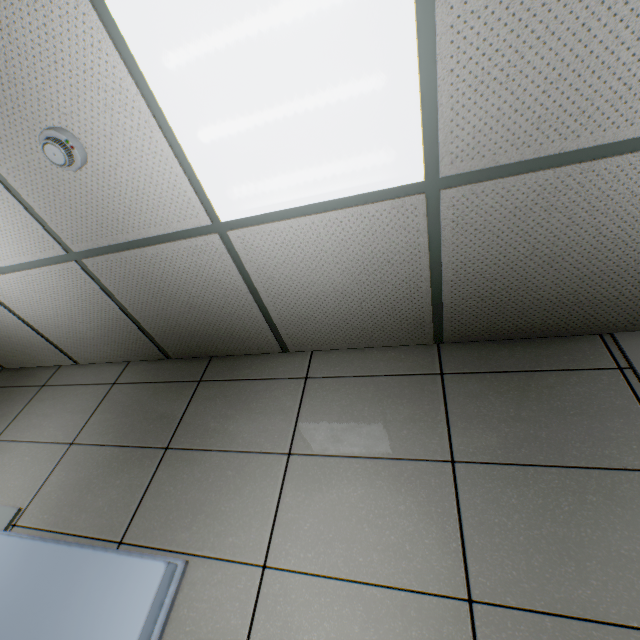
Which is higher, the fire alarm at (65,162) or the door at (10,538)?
the fire alarm at (65,162)

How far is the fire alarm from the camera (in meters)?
1.33

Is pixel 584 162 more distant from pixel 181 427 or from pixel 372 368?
pixel 181 427

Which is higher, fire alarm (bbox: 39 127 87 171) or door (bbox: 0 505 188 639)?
fire alarm (bbox: 39 127 87 171)

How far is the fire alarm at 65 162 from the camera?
1.33m
